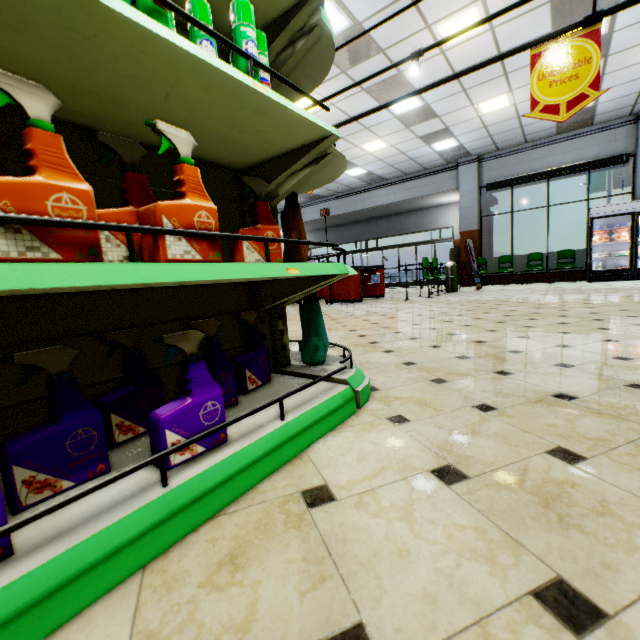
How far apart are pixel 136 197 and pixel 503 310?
5.33m

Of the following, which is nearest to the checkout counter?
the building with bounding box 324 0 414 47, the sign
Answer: the building with bounding box 324 0 414 47

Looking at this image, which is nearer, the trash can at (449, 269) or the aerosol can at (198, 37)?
the aerosol can at (198, 37)

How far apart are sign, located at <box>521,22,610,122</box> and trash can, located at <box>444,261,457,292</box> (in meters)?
6.89

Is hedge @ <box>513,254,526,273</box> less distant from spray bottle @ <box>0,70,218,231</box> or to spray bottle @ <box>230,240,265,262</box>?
spray bottle @ <box>230,240,265,262</box>

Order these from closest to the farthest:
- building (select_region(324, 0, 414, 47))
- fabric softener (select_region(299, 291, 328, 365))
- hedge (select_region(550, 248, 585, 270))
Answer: fabric softener (select_region(299, 291, 328, 365)), building (select_region(324, 0, 414, 47)), hedge (select_region(550, 248, 585, 270))

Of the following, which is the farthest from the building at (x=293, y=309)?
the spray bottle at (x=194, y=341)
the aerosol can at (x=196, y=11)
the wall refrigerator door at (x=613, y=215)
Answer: the aerosol can at (x=196, y=11)

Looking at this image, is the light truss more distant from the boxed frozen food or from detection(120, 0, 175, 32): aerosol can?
the boxed frozen food
